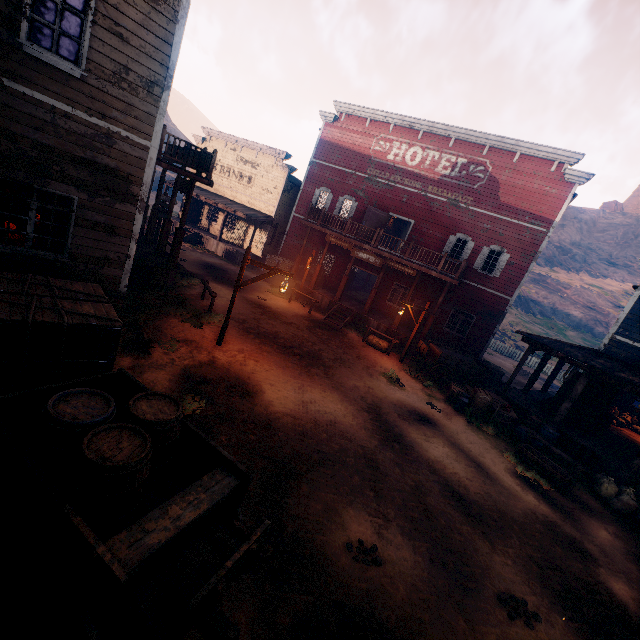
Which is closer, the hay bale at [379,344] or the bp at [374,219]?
the hay bale at [379,344]

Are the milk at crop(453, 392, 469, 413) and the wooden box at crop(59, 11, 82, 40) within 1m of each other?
no

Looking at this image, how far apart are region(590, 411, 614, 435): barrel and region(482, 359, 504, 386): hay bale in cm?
497

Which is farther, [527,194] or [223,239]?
[223,239]

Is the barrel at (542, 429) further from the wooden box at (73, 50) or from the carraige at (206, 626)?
the wooden box at (73, 50)

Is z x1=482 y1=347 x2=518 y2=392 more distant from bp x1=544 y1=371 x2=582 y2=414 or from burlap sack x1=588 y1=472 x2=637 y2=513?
bp x1=544 y1=371 x2=582 y2=414

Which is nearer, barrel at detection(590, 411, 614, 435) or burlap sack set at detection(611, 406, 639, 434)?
barrel at detection(590, 411, 614, 435)

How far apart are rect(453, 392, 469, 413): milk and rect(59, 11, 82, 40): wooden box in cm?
1450
